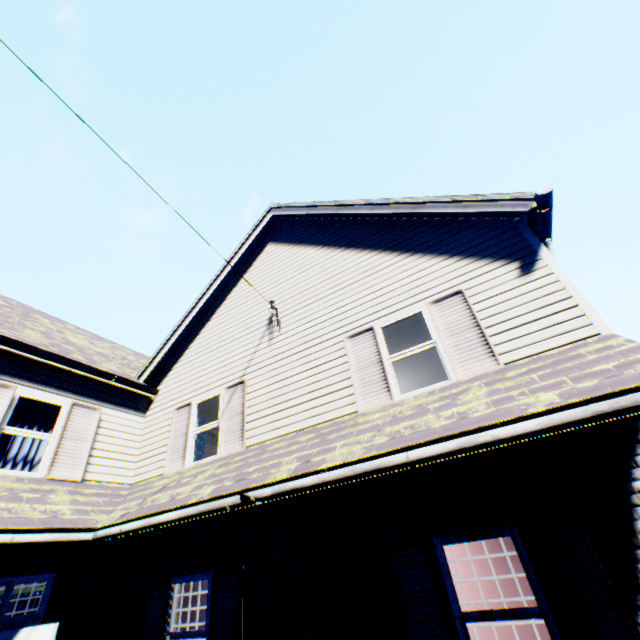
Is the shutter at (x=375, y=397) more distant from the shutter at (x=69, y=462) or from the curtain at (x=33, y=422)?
the curtain at (x=33, y=422)

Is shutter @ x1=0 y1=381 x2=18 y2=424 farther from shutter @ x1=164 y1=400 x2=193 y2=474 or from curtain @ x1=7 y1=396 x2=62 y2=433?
shutter @ x1=164 y1=400 x2=193 y2=474

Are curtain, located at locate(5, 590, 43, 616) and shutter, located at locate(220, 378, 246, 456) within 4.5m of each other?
no

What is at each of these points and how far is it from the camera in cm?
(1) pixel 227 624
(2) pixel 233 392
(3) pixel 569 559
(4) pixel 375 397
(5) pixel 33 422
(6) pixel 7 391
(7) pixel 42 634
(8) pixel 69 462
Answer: (1) shutter, 510
(2) shutter, 748
(3) shutter, 354
(4) shutter, 561
(5) curtain, 702
(6) shutter, 639
(7) door, 496
(8) shutter, 681

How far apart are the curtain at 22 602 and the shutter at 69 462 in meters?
10.5 m

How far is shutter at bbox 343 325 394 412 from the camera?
5.6 meters

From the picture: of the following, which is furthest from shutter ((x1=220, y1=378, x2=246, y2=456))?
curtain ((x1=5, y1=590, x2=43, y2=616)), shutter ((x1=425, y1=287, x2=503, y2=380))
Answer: curtain ((x1=5, y1=590, x2=43, y2=616))

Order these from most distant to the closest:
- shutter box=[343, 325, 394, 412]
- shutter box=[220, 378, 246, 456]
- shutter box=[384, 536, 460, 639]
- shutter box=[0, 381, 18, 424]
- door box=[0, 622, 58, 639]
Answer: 1. shutter box=[220, 378, 246, 456]
2. shutter box=[0, 381, 18, 424]
3. shutter box=[343, 325, 394, 412]
4. door box=[0, 622, 58, 639]
5. shutter box=[384, 536, 460, 639]
